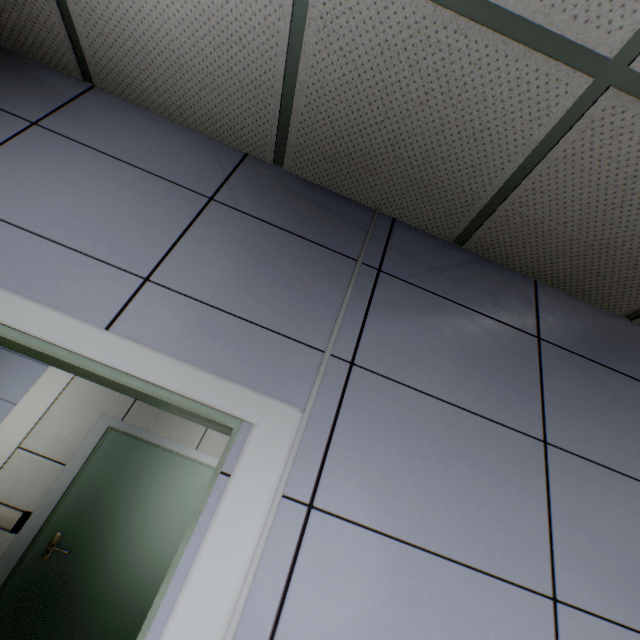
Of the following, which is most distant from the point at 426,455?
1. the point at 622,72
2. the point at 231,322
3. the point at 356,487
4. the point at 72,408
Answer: the point at 72,408
